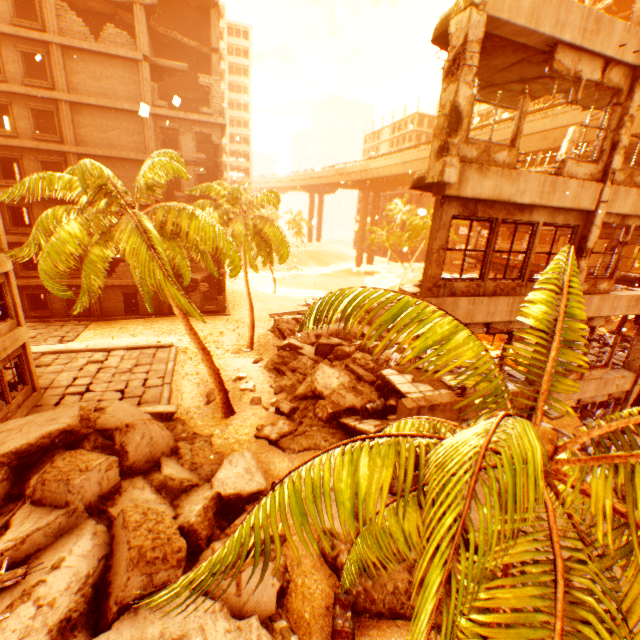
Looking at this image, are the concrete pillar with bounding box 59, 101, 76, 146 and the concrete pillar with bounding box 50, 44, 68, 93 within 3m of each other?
yes

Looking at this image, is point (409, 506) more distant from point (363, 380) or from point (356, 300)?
point (363, 380)

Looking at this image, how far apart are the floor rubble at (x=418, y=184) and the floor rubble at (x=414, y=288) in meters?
2.5

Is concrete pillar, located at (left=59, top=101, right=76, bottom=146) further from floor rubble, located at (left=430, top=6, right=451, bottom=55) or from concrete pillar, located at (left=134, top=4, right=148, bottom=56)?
floor rubble, located at (left=430, top=6, right=451, bottom=55)

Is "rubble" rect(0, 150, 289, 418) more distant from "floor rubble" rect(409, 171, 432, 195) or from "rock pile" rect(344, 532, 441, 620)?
"floor rubble" rect(409, 171, 432, 195)

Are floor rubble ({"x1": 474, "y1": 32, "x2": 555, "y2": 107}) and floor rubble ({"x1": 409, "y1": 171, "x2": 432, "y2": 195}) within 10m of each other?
yes

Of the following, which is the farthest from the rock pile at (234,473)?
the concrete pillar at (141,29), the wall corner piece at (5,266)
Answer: the concrete pillar at (141,29)

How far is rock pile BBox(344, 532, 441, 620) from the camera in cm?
780
